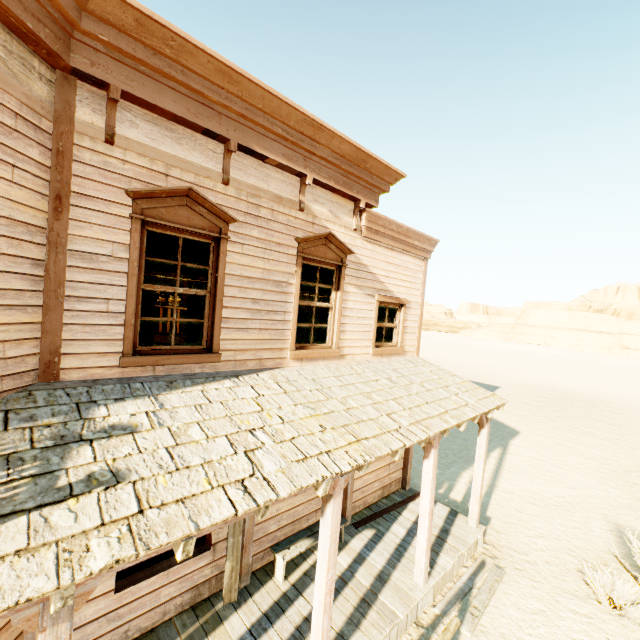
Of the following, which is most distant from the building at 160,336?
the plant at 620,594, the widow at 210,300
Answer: the plant at 620,594

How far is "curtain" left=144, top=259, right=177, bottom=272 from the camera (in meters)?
4.21

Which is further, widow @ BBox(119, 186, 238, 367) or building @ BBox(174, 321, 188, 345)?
building @ BBox(174, 321, 188, 345)

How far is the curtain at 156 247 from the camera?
4.2 meters

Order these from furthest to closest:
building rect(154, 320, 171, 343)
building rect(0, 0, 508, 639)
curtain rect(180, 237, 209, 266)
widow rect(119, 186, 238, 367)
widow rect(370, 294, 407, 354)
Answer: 1. building rect(154, 320, 171, 343)
2. widow rect(370, 294, 407, 354)
3. curtain rect(180, 237, 209, 266)
4. widow rect(119, 186, 238, 367)
5. building rect(0, 0, 508, 639)

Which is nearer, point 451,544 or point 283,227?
point 283,227

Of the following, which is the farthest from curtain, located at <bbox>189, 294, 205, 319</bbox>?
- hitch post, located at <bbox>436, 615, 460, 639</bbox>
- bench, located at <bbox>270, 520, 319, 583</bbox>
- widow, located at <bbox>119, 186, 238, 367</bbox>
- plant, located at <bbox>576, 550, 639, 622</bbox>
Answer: plant, located at <bbox>576, 550, 639, 622</bbox>

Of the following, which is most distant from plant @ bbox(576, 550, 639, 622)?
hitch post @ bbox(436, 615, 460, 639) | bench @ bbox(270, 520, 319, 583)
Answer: bench @ bbox(270, 520, 319, 583)
